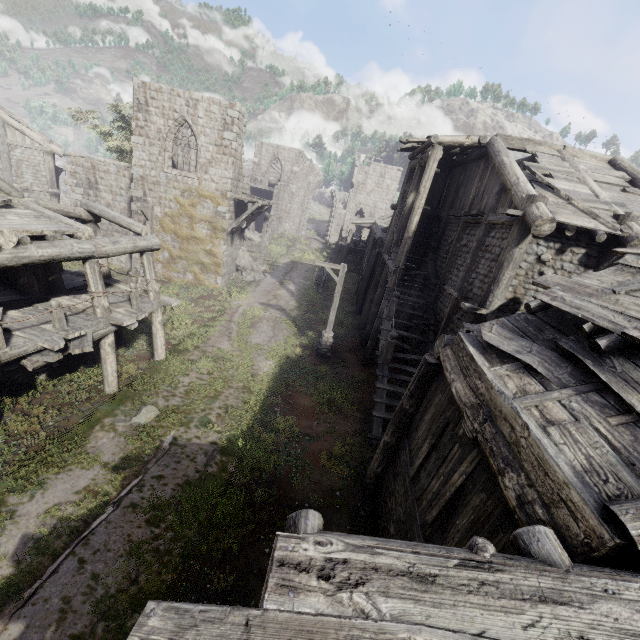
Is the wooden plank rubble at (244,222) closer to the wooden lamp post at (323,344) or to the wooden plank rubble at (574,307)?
the wooden lamp post at (323,344)

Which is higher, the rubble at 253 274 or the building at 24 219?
the building at 24 219

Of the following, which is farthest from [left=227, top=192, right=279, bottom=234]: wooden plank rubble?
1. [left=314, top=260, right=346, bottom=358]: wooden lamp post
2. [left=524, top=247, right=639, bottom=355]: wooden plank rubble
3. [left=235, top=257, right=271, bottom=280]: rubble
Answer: [left=524, top=247, right=639, bottom=355]: wooden plank rubble

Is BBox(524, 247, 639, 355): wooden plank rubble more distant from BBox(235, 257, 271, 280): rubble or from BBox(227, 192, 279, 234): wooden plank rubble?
BBox(235, 257, 271, 280): rubble

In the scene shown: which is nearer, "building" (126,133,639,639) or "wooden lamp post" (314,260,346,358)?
"building" (126,133,639,639)

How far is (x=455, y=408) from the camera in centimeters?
566cm

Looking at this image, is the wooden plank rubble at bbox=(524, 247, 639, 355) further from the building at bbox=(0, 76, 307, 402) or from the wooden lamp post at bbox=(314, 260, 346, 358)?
the wooden lamp post at bbox=(314, 260, 346, 358)

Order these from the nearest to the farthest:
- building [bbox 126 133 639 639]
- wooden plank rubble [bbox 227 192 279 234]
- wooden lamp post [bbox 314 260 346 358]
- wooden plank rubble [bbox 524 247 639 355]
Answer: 1. building [bbox 126 133 639 639]
2. wooden plank rubble [bbox 524 247 639 355]
3. wooden lamp post [bbox 314 260 346 358]
4. wooden plank rubble [bbox 227 192 279 234]
